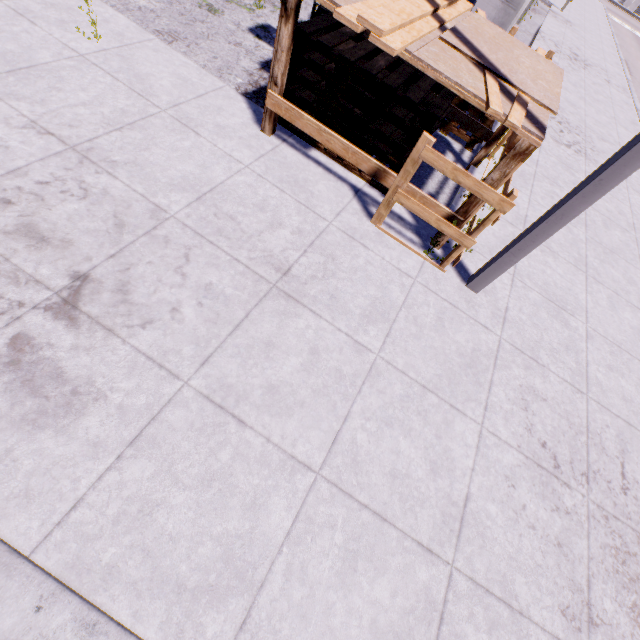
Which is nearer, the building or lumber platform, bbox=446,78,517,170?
lumber platform, bbox=446,78,517,170

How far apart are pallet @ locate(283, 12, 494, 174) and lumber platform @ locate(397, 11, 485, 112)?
0.2m

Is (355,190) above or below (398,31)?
below

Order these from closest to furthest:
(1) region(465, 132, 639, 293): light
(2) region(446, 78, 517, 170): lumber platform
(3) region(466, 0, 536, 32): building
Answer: (1) region(465, 132, 639, 293): light < (2) region(446, 78, 517, 170): lumber platform < (3) region(466, 0, 536, 32): building

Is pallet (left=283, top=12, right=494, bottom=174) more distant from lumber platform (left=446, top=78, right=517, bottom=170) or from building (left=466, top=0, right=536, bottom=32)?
building (left=466, top=0, right=536, bottom=32)

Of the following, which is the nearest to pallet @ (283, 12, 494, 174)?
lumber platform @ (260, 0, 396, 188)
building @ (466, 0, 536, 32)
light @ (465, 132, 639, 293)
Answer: lumber platform @ (260, 0, 396, 188)

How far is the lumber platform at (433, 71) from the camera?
3.06m
